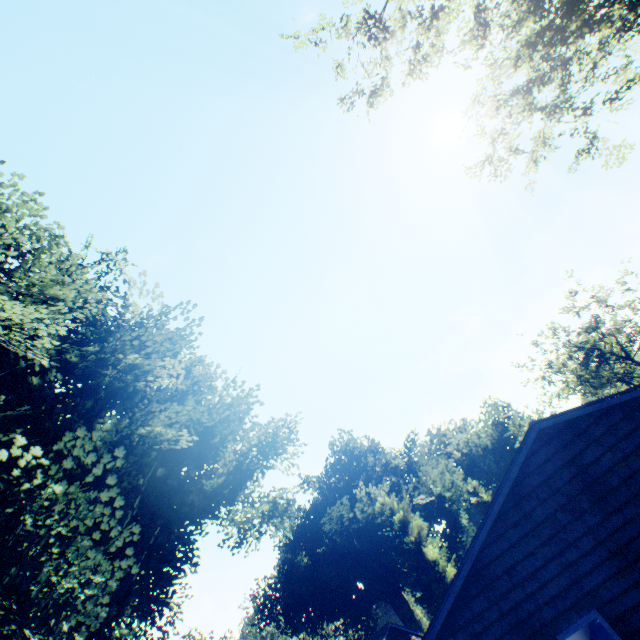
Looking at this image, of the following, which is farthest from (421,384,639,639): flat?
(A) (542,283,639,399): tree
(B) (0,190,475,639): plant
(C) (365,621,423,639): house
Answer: (A) (542,283,639,399): tree

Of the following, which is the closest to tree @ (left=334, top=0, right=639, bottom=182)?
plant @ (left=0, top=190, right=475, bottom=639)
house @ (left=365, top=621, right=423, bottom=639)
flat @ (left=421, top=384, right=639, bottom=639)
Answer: plant @ (left=0, top=190, right=475, bottom=639)

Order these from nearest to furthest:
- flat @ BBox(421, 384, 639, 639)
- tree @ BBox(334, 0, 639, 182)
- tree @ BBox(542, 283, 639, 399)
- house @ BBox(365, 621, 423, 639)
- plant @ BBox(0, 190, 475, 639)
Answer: flat @ BBox(421, 384, 639, 639), tree @ BBox(334, 0, 639, 182), plant @ BBox(0, 190, 475, 639), house @ BBox(365, 621, 423, 639), tree @ BBox(542, 283, 639, 399)

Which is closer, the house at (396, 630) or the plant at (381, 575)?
the plant at (381, 575)

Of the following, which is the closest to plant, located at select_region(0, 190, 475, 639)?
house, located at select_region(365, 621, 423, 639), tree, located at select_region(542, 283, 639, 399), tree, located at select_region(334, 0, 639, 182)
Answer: house, located at select_region(365, 621, 423, 639)

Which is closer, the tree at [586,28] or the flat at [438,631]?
the flat at [438,631]

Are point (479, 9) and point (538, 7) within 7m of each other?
yes

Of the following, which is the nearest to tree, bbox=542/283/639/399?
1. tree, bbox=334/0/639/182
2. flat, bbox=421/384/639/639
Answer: flat, bbox=421/384/639/639
